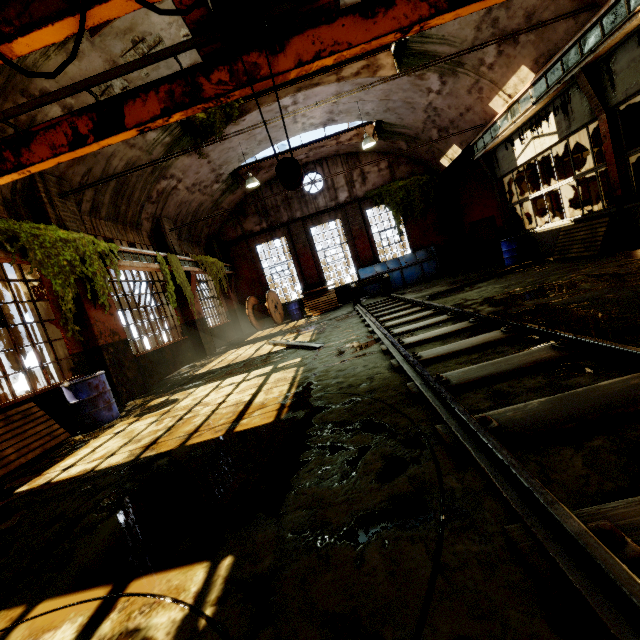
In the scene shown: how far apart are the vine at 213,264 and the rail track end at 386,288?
5.7m

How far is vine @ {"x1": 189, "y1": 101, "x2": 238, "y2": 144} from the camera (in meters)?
10.77

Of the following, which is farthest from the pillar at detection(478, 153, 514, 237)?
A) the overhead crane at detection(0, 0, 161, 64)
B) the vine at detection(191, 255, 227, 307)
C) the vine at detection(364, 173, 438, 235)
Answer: the vine at detection(191, 255, 227, 307)

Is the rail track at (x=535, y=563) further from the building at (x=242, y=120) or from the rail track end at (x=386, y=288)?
the building at (x=242, y=120)

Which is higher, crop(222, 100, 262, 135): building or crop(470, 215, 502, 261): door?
crop(222, 100, 262, 135): building

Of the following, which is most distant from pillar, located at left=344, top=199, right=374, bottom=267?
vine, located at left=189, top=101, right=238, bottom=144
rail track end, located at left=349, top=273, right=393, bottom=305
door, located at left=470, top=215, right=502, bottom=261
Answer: door, located at left=470, top=215, right=502, bottom=261

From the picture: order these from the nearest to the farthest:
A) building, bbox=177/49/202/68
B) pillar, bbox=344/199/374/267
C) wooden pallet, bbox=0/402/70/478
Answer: wooden pallet, bbox=0/402/70/478
building, bbox=177/49/202/68
pillar, bbox=344/199/374/267

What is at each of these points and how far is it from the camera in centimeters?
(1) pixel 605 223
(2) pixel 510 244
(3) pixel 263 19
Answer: (1) wooden pallet, 788cm
(2) barrel, 1114cm
(3) overhead crane, 298cm
